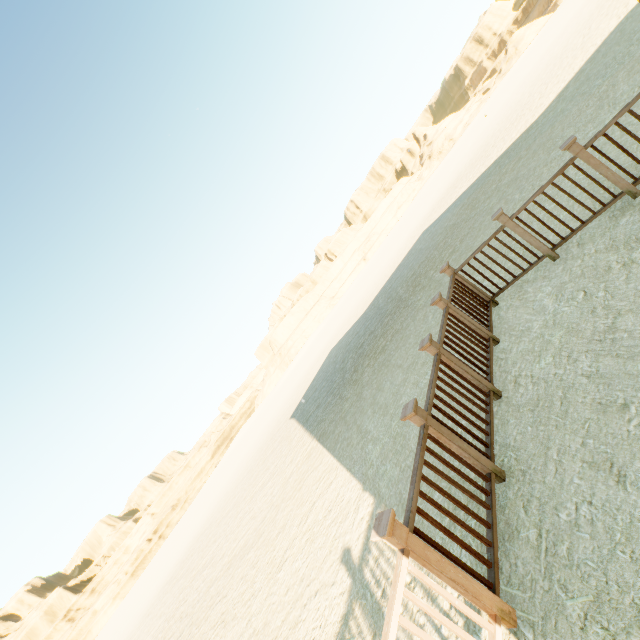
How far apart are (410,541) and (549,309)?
3.2m
